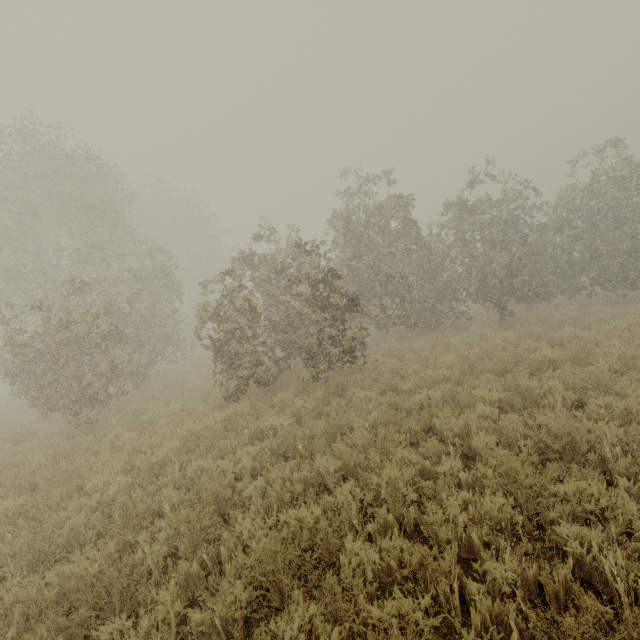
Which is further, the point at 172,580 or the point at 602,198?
the point at 602,198
